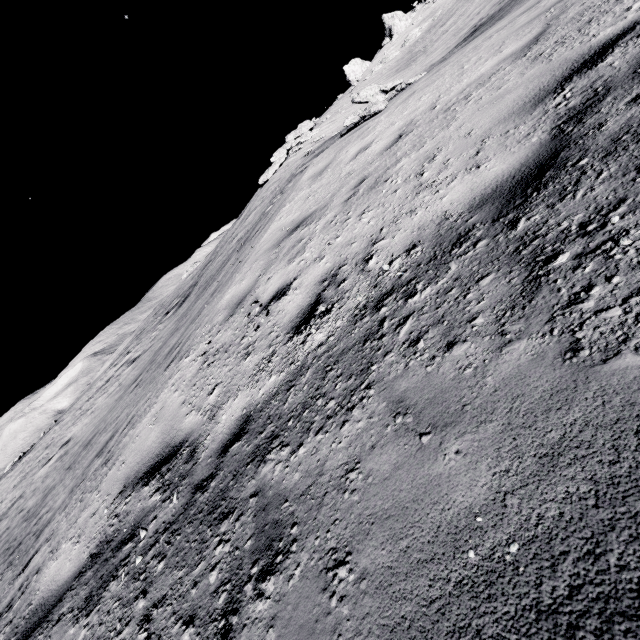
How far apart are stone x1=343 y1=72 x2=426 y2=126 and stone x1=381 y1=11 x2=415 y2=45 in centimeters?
3629cm

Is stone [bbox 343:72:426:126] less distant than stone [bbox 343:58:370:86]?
Yes

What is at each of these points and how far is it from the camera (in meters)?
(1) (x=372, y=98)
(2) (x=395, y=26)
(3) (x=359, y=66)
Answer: (1) stone, 10.14
(2) stone, 36.47
(3) stone, 41.38

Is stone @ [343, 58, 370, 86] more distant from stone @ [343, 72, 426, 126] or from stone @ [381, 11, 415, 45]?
stone @ [343, 72, 426, 126]

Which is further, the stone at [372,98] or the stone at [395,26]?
the stone at [395,26]

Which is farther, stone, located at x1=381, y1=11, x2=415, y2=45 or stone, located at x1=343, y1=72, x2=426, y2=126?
stone, located at x1=381, y1=11, x2=415, y2=45

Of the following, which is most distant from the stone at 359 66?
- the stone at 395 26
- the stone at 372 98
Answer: the stone at 372 98
